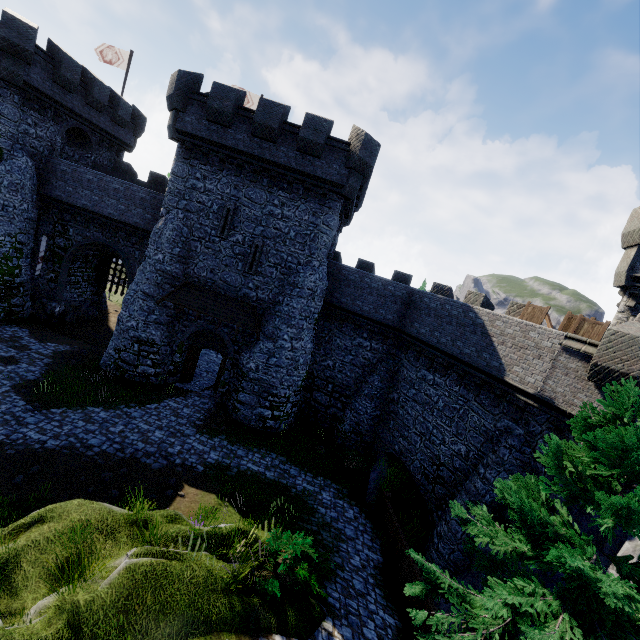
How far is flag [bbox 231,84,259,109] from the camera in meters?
25.5 m

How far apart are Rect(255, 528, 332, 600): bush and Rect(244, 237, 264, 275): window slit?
13.1m

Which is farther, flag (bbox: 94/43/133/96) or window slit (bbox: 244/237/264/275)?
flag (bbox: 94/43/133/96)

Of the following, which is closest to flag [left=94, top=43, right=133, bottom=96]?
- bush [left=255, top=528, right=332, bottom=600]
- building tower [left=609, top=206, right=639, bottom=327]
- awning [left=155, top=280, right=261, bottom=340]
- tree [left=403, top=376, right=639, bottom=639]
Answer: awning [left=155, top=280, right=261, bottom=340]

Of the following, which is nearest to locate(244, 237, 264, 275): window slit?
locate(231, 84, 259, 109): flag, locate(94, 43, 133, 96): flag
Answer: locate(231, 84, 259, 109): flag

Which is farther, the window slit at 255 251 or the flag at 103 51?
the flag at 103 51

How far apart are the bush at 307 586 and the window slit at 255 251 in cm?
1309

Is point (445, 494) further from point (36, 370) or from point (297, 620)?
point (36, 370)
